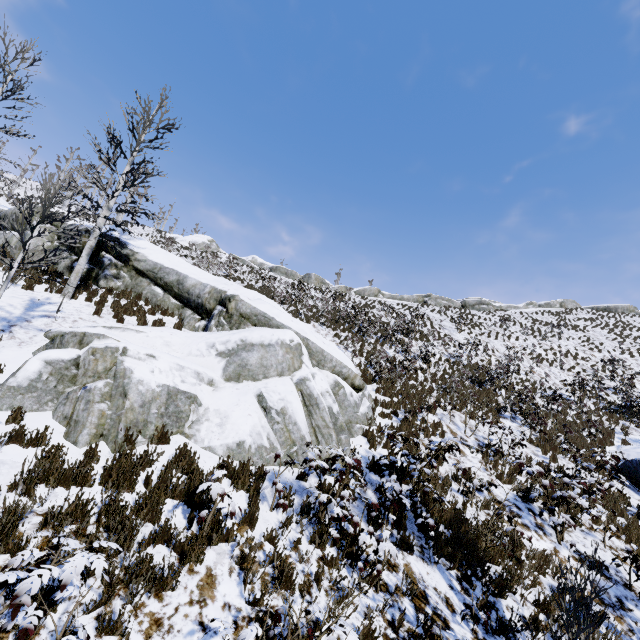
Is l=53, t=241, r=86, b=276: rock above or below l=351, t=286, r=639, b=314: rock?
below

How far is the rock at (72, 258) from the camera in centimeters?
1323cm

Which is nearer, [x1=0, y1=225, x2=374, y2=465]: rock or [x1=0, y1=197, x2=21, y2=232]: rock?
[x1=0, y1=225, x2=374, y2=465]: rock

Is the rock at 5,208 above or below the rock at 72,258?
above

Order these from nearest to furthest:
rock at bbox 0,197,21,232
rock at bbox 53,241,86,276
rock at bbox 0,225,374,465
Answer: rock at bbox 0,225,374,465 < rock at bbox 53,241,86,276 < rock at bbox 0,197,21,232

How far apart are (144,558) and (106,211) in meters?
11.8

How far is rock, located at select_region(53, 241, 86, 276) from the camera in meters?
13.2
